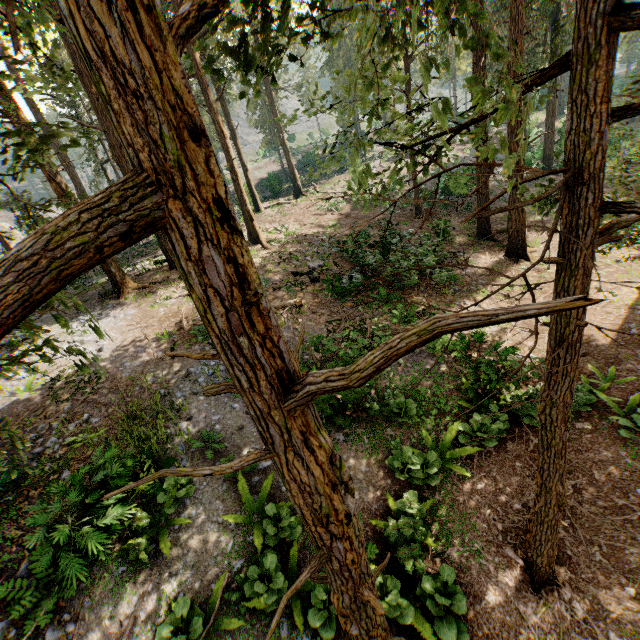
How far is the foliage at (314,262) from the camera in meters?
17.6 m

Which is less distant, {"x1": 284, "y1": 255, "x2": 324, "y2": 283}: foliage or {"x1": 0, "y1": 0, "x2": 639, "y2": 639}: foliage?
{"x1": 0, "y1": 0, "x2": 639, "y2": 639}: foliage

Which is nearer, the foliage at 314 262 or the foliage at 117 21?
the foliage at 117 21

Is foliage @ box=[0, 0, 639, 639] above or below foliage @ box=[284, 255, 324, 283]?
above

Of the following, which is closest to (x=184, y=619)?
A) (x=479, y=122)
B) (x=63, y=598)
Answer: (x=63, y=598)

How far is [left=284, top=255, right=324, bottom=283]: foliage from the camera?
17.6 meters
